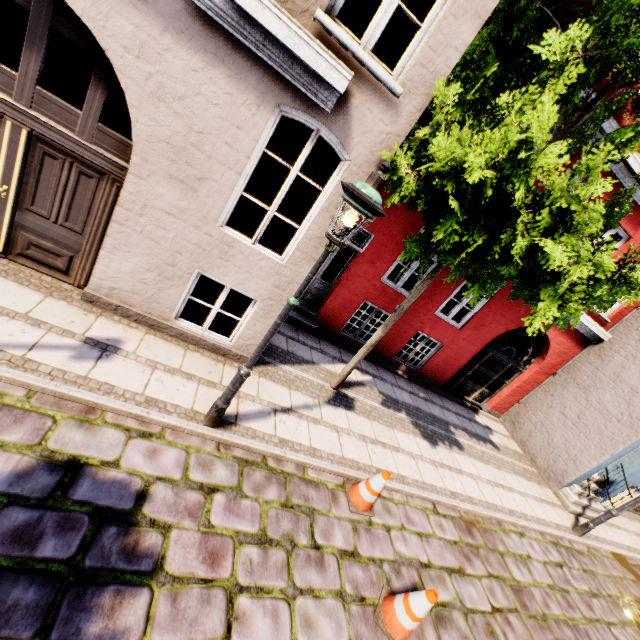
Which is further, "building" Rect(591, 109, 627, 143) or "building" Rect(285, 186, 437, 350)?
"building" Rect(285, 186, 437, 350)

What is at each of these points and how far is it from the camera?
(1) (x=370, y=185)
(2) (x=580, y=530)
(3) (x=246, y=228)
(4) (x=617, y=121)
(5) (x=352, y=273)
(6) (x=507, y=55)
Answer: (1) street light, 2.97m
(2) street light, 8.26m
(3) building, 10.97m
(4) building, 6.79m
(5) building, 7.93m
(6) building, 5.92m

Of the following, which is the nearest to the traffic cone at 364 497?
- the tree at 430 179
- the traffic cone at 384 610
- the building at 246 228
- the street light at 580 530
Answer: the traffic cone at 384 610

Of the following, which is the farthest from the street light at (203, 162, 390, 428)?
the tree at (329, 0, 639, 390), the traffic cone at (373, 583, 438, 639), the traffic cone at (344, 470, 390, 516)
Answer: the traffic cone at (373, 583, 438, 639)

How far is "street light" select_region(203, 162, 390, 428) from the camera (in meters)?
2.93

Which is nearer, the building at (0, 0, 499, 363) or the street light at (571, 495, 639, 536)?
the building at (0, 0, 499, 363)

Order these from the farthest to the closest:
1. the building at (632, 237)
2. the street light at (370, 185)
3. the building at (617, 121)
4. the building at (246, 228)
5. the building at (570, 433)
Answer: the building at (570, 433)
the building at (632, 237)
the building at (617, 121)
the building at (246, 228)
the street light at (370, 185)

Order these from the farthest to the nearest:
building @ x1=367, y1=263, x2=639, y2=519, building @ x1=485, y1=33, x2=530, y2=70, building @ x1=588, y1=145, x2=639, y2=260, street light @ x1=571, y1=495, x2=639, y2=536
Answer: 1. building @ x1=367, y1=263, x2=639, y2=519
2. street light @ x1=571, y1=495, x2=639, y2=536
3. building @ x1=588, y1=145, x2=639, y2=260
4. building @ x1=485, y1=33, x2=530, y2=70
